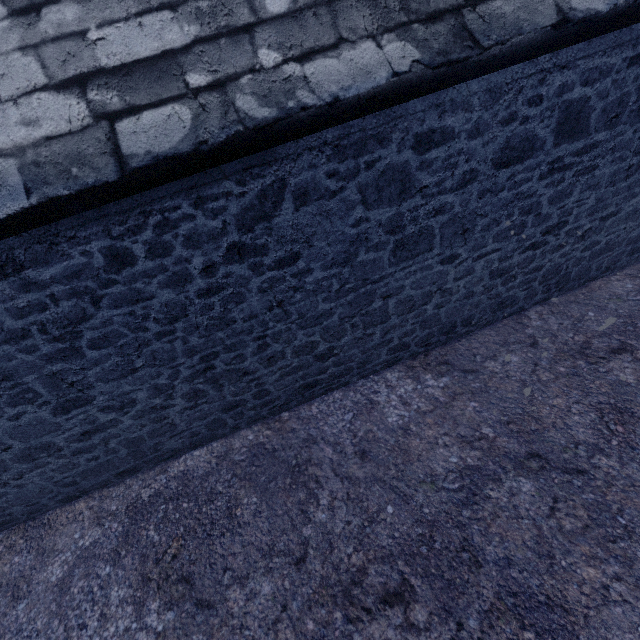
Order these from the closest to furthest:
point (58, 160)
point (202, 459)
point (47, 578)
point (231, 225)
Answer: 1. point (58, 160)
2. point (231, 225)
3. point (47, 578)
4. point (202, 459)
